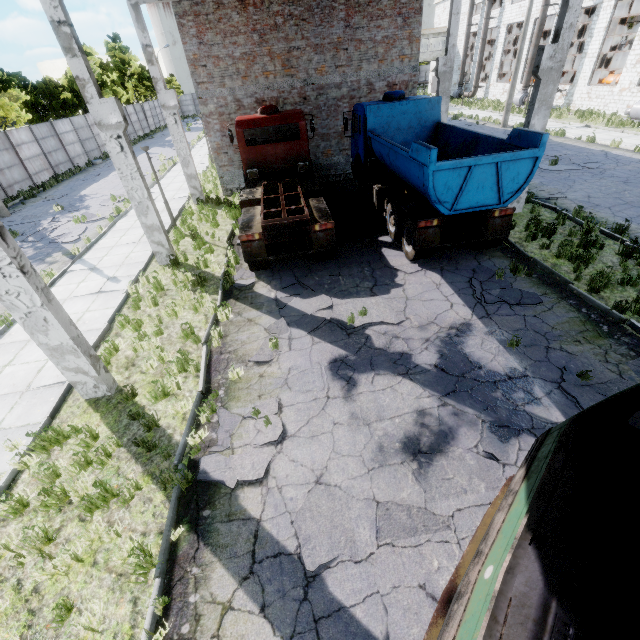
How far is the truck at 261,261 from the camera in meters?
9.2 m

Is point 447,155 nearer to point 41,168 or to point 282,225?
point 282,225

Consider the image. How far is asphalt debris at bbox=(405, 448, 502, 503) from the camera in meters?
4.6 m

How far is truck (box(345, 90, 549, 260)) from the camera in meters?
7.7

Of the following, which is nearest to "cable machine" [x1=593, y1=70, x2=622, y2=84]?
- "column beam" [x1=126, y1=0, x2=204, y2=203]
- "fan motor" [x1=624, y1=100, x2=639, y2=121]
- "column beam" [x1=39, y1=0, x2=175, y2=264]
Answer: "fan motor" [x1=624, y1=100, x2=639, y2=121]

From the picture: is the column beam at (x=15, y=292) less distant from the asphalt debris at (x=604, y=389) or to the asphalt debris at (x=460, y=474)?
the asphalt debris at (x=604, y=389)

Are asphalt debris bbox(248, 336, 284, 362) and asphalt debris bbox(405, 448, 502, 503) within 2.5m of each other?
no

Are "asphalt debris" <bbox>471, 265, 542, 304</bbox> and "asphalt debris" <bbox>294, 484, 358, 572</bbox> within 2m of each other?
no
